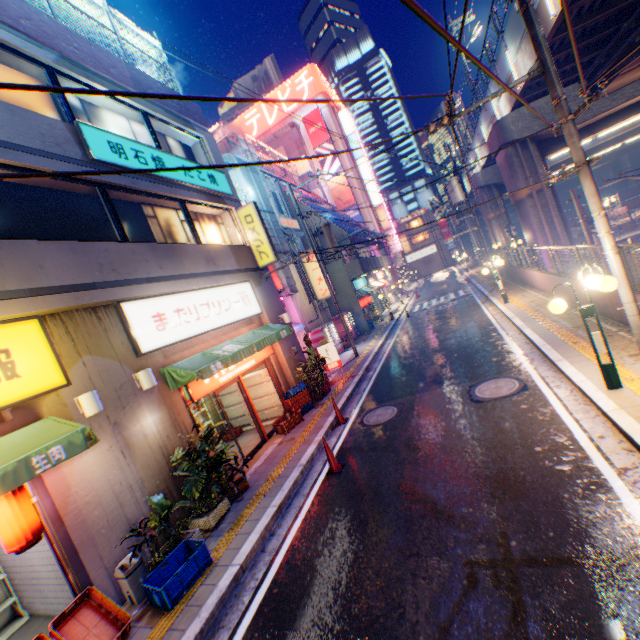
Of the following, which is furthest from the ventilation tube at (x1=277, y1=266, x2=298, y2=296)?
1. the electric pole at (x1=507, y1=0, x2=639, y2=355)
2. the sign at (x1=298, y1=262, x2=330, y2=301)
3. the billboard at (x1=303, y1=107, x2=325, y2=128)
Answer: the billboard at (x1=303, y1=107, x2=325, y2=128)

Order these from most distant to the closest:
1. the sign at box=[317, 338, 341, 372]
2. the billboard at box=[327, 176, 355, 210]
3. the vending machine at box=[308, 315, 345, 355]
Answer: the billboard at box=[327, 176, 355, 210] < the vending machine at box=[308, 315, 345, 355] < the sign at box=[317, 338, 341, 372]

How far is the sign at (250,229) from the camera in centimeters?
1276cm

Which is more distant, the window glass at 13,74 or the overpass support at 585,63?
the overpass support at 585,63

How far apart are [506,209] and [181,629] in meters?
37.4 m

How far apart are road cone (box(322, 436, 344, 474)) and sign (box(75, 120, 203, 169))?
8.6 meters

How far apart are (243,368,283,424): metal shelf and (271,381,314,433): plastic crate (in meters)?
0.28

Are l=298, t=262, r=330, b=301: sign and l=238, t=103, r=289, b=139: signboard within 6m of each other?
no
